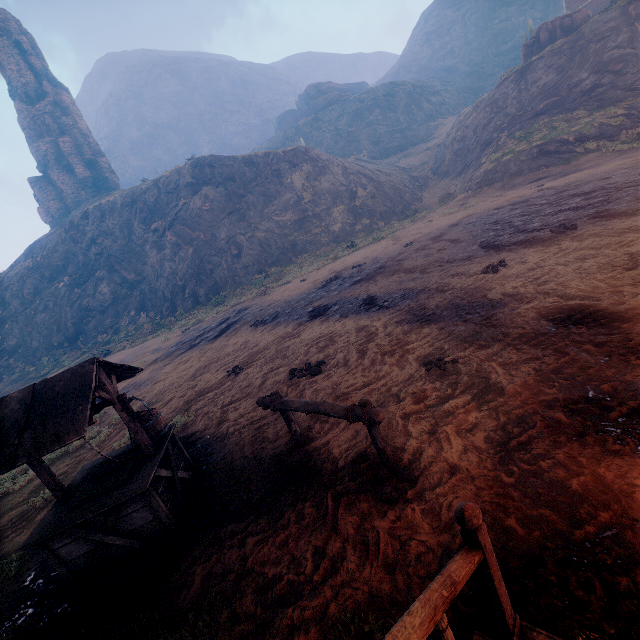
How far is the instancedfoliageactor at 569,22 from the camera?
25.5m

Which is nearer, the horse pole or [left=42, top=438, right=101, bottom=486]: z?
the horse pole

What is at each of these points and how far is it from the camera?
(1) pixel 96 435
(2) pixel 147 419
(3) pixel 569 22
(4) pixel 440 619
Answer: (1) z, 8.2m
(2) well, 4.7m
(3) instancedfoliageactor, 26.1m
(4) building, 1.3m

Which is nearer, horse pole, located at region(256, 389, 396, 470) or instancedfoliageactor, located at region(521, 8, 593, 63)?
horse pole, located at region(256, 389, 396, 470)

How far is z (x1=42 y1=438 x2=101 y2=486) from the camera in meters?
6.8 m

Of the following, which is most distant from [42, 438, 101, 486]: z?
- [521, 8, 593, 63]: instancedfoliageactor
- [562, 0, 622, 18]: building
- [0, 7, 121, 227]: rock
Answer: [0, 7, 121, 227]: rock

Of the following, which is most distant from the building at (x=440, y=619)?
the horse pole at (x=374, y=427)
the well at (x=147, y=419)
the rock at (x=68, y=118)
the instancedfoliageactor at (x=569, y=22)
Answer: the rock at (x=68, y=118)

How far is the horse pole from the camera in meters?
3.3
